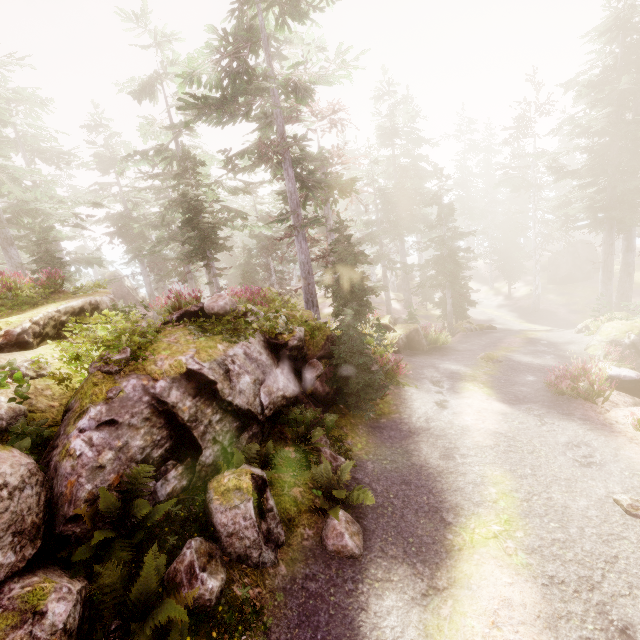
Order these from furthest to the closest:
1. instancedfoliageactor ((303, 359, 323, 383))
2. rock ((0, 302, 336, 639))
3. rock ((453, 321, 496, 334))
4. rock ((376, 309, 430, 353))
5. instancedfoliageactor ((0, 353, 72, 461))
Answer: rock ((453, 321, 496, 334)) < rock ((376, 309, 430, 353)) < instancedfoliageactor ((303, 359, 323, 383)) < instancedfoliageactor ((0, 353, 72, 461)) < rock ((0, 302, 336, 639))

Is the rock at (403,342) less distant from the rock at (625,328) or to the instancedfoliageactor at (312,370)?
the instancedfoliageactor at (312,370)

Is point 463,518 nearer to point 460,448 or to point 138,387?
point 460,448

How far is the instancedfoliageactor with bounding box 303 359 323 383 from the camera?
10.3m

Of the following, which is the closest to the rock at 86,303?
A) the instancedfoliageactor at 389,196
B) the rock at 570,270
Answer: the instancedfoliageactor at 389,196

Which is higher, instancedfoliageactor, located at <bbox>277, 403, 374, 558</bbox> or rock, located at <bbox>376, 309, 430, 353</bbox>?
instancedfoliageactor, located at <bbox>277, 403, 374, 558</bbox>

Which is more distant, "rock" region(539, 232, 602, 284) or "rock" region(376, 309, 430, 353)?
"rock" region(539, 232, 602, 284)
